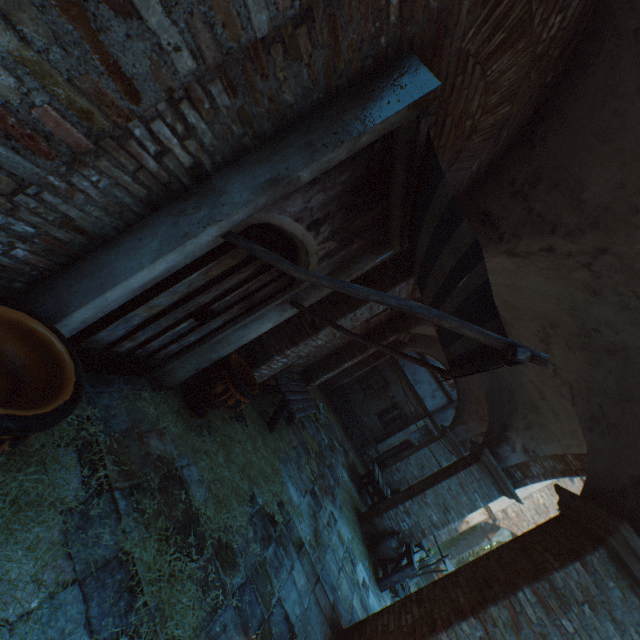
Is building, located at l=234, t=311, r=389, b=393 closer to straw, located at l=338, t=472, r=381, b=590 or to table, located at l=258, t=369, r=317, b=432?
straw, located at l=338, t=472, r=381, b=590

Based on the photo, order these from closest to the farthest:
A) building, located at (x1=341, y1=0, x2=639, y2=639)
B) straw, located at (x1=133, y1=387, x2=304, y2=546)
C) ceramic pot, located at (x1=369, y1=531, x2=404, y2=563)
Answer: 1. building, located at (x1=341, y1=0, x2=639, y2=639)
2. straw, located at (x1=133, y1=387, x2=304, y2=546)
3. ceramic pot, located at (x1=369, y1=531, x2=404, y2=563)

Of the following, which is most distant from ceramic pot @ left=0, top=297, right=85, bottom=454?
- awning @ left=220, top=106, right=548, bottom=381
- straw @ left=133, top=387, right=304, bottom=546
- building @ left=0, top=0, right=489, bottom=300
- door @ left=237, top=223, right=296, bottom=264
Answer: building @ left=0, top=0, right=489, bottom=300

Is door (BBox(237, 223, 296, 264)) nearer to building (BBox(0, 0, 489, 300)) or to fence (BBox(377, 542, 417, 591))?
building (BBox(0, 0, 489, 300))

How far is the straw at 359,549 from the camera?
7.5 meters

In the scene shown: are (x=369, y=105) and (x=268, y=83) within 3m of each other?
yes

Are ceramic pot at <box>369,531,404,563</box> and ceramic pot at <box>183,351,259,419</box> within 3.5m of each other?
no

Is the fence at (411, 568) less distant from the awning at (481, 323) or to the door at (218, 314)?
the awning at (481, 323)
